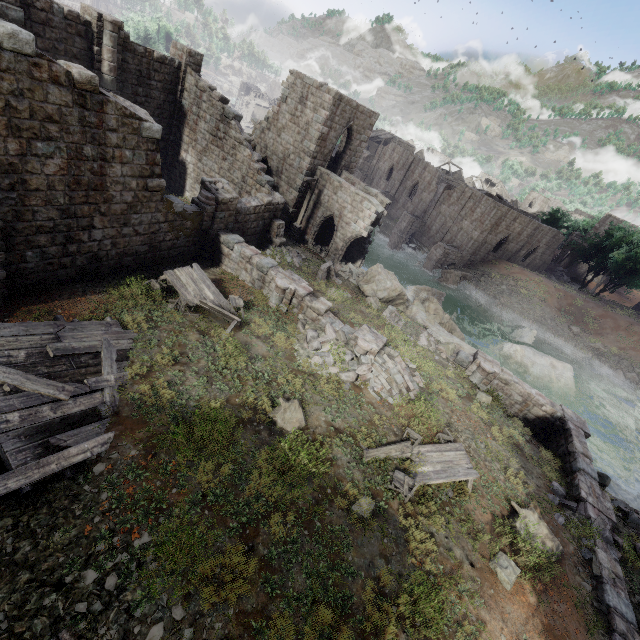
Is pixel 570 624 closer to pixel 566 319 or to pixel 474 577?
pixel 474 577

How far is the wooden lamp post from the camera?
22.03m

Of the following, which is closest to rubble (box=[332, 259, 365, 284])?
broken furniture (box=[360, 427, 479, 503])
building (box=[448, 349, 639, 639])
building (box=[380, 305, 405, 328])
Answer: building (box=[380, 305, 405, 328])

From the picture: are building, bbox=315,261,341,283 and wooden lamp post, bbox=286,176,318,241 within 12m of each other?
yes

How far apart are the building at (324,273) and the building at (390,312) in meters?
3.2 m

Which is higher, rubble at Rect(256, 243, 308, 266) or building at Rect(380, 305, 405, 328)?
building at Rect(380, 305, 405, 328)

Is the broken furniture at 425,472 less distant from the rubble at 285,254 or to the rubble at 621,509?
the rubble at 621,509

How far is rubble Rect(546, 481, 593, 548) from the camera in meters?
10.3 m
